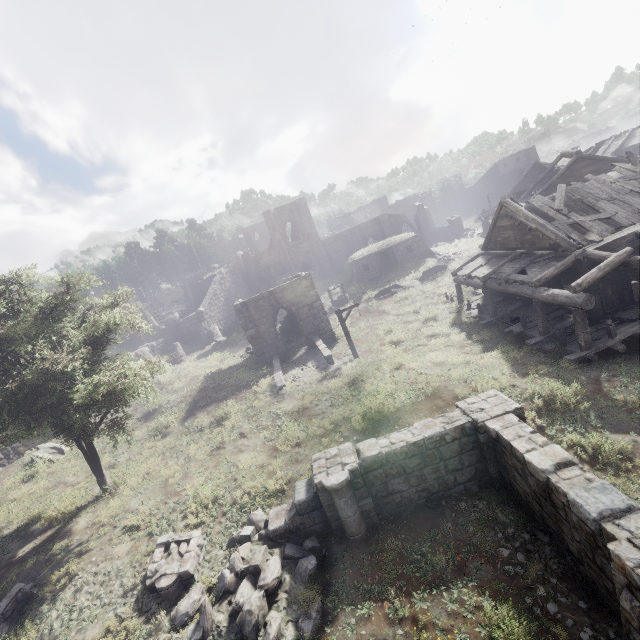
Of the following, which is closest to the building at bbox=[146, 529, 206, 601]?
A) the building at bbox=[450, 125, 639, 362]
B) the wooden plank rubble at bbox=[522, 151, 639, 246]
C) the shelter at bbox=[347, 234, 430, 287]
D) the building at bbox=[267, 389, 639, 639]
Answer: the building at bbox=[267, 389, 639, 639]

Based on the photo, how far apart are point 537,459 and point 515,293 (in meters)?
11.71

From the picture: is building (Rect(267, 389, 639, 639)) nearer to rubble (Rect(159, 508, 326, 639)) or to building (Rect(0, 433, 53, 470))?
rubble (Rect(159, 508, 326, 639))

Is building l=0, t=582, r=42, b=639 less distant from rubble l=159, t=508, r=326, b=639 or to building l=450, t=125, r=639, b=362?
rubble l=159, t=508, r=326, b=639

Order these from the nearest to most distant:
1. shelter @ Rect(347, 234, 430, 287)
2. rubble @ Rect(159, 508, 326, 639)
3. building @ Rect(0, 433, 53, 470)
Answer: rubble @ Rect(159, 508, 326, 639) < building @ Rect(0, 433, 53, 470) < shelter @ Rect(347, 234, 430, 287)

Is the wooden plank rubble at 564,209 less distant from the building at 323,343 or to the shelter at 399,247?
the building at 323,343

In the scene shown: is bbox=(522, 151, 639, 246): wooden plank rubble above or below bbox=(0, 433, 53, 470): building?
above

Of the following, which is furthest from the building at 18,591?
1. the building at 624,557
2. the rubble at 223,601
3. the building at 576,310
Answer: the building at 576,310
